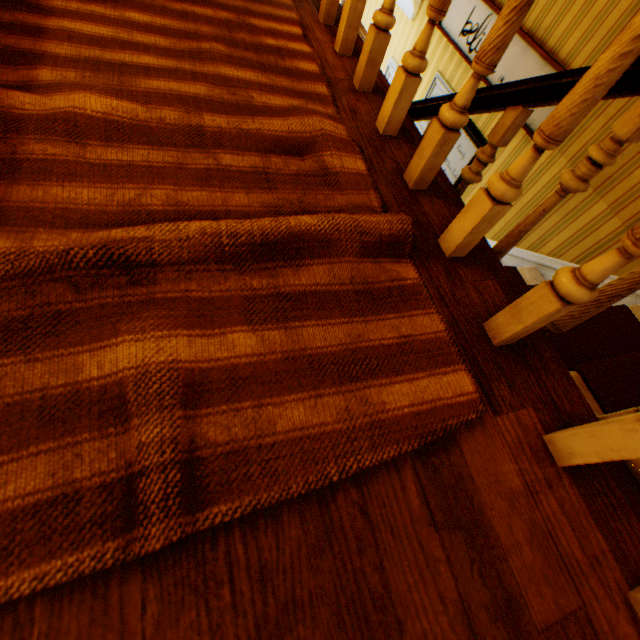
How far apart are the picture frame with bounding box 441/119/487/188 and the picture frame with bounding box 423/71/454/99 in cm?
25

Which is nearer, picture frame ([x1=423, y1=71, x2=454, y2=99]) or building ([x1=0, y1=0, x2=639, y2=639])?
building ([x1=0, y1=0, x2=639, y2=639])

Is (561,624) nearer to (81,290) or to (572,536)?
(572,536)

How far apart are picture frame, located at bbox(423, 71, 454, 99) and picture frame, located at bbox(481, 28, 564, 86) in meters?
0.3 m

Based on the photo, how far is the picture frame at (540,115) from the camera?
2.5 meters

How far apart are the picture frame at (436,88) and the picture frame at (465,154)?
0.3 meters

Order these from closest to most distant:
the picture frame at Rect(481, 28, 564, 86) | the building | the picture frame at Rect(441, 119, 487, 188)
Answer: the building → the picture frame at Rect(481, 28, 564, 86) → the picture frame at Rect(441, 119, 487, 188)

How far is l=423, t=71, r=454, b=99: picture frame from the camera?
3.46m
